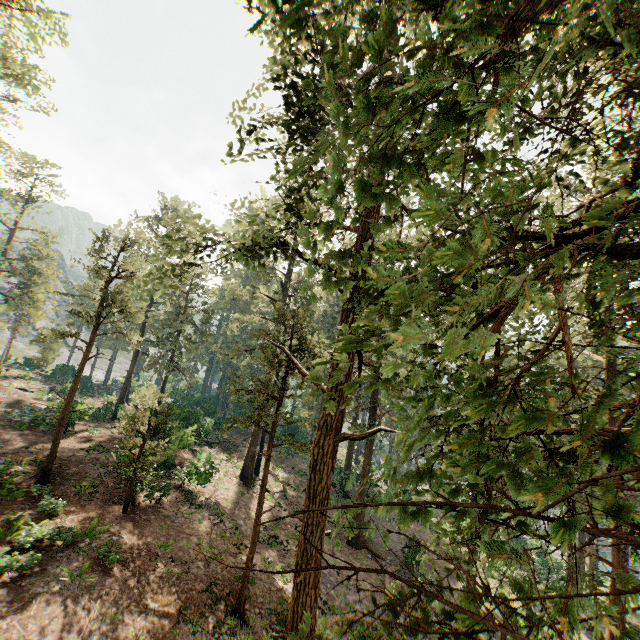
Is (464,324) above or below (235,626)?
above

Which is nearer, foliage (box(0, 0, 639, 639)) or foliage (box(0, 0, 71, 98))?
foliage (box(0, 0, 639, 639))

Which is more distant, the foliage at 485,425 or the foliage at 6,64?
the foliage at 6,64

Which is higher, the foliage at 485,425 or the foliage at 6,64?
the foliage at 6,64

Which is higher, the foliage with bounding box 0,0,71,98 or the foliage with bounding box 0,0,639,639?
the foliage with bounding box 0,0,71,98
